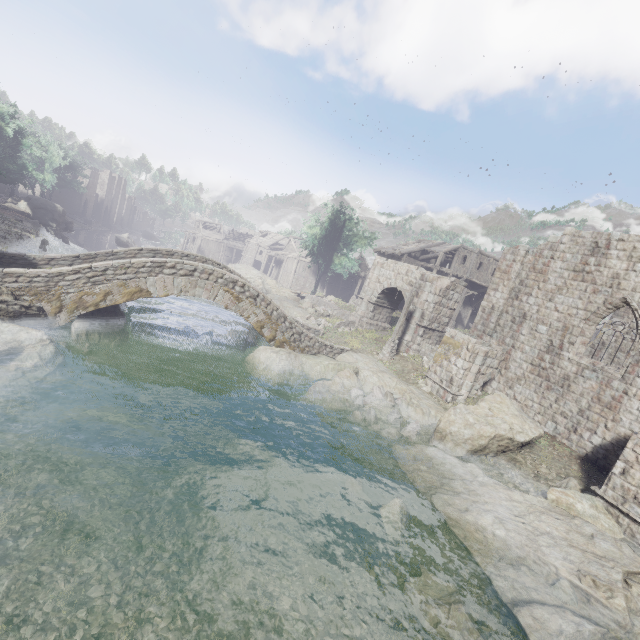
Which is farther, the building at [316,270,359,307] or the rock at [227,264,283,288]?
the building at [316,270,359,307]

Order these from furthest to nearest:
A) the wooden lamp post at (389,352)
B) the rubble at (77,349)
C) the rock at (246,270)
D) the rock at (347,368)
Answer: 1. the rock at (246,270)
2. the wooden lamp post at (389,352)
3. the rock at (347,368)
4. the rubble at (77,349)

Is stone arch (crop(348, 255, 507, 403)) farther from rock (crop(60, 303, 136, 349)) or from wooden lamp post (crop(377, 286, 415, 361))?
rock (crop(60, 303, 136, 349))

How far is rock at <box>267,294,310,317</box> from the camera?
29.23m

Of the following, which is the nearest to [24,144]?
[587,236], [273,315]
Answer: [273,315]

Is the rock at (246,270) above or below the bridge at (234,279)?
below

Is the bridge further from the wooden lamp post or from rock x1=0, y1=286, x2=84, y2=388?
the wooden lamp post

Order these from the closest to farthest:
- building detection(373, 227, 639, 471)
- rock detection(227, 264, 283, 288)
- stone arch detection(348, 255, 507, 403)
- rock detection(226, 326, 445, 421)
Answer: building detection(373, 227, 639, 471) → rock detection(226, 326, 445, 421) → stone arch detection(348, 255, 507, 403) → rock detection(227, 264, 283, 288)
